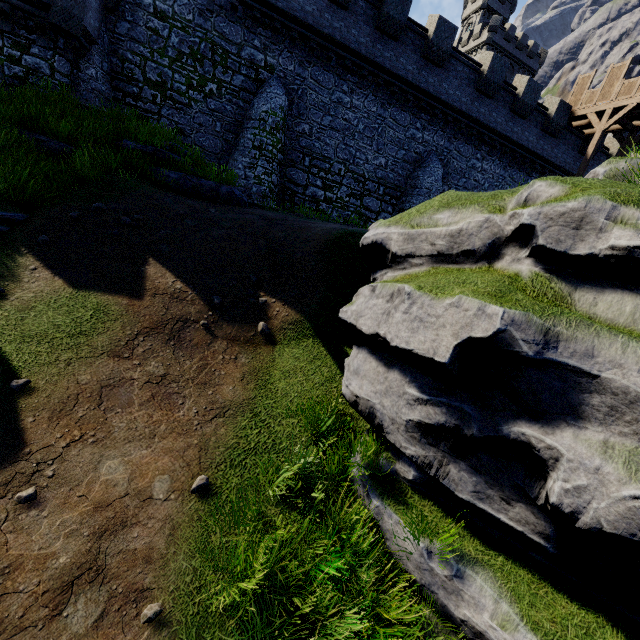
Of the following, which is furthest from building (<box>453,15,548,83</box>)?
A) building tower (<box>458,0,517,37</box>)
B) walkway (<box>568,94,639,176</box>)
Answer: walkway (<box>568,94,639,176</box>)

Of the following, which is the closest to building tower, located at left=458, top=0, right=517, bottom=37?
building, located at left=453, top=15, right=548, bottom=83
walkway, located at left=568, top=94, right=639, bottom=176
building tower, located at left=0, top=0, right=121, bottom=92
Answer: building, located at left=453, top=15, right=548, bottom=83

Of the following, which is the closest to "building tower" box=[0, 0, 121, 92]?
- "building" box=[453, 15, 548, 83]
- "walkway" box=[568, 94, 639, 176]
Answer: "walkway" box=[568, 94, 639, 176]

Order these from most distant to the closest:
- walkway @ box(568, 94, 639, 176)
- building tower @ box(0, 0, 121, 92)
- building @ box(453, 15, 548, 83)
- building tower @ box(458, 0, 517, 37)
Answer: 1. building tower @ box(458, 0, 517, 37)
2. building @ box(453, 15, 548, 83)
3. walkway @ box(568, 94, 639, 176)
4. building tower @ box(0, 0, 121, 92)

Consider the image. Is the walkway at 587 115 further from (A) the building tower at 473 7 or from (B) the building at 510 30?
(A) the building tower at 473 7

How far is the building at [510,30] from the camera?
46.3m

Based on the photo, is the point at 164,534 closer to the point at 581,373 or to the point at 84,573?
the point at 84,573
